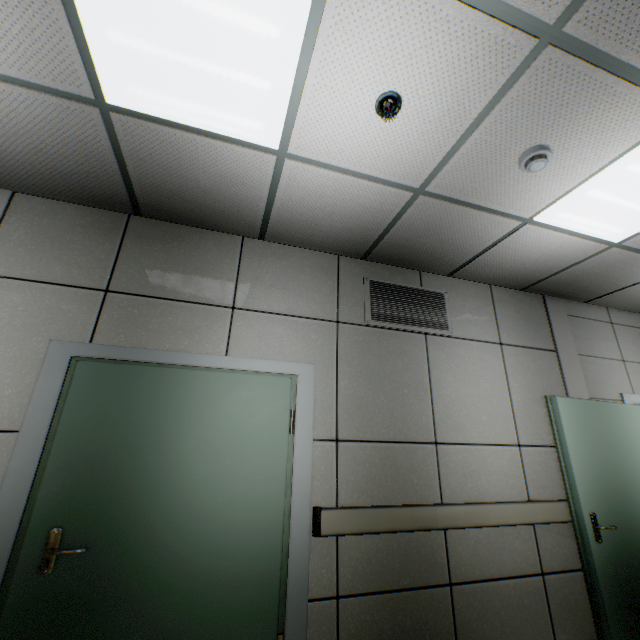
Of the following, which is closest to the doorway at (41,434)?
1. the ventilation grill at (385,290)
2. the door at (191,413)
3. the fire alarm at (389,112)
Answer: the door at (191,413)

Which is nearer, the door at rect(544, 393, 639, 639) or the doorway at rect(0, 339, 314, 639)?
the doorway at rect(0, 339, 314, 639)

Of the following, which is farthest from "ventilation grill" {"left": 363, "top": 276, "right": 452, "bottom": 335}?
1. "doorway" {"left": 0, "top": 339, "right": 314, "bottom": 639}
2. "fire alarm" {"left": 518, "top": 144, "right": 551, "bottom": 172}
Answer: "fire alarm" {"left": 518, "top": 144, "right": 551, "bottom": 172}

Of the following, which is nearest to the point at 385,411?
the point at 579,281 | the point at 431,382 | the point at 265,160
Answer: the point at 431,382

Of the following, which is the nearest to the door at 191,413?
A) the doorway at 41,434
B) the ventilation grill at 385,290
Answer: the doorway at 41,434

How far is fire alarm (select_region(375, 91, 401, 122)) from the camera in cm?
166

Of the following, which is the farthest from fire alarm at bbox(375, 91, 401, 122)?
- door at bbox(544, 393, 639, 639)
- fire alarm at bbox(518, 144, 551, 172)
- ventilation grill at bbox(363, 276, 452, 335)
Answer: door at bbox(544, 393, 639, 639)

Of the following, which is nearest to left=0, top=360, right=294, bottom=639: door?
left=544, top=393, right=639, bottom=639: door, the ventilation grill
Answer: the ventilation grill
